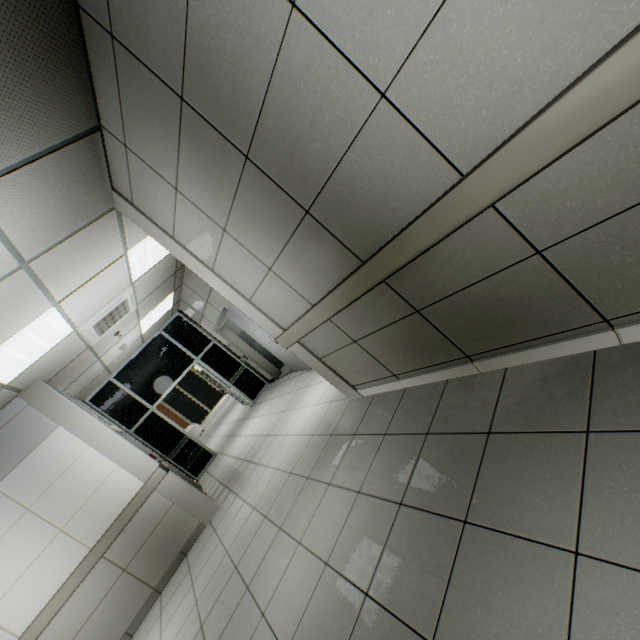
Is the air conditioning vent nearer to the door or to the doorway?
the door

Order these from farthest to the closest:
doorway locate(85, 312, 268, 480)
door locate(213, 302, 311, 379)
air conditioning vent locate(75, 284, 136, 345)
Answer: doorway locate(85, 312, 268, 480), door locate(213, 302, 311, 379), air conditioning vent locate(75, 284, 136, 345)

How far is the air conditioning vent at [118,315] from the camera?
4.7m

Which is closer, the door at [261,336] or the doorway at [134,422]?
the door at [261,336]

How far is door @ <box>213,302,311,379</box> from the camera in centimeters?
623cm

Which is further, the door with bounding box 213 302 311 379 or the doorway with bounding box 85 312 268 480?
the doorway with bounding box 85 312 268 480

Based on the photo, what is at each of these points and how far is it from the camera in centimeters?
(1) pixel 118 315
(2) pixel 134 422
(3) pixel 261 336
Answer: (1) air conditioning vent, 532cm
(2) doorway, 776cm
(3) door, 661cm

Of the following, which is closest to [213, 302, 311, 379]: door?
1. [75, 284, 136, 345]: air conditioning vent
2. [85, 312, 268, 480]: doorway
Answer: [85, 312, 268, 480]: doorway
